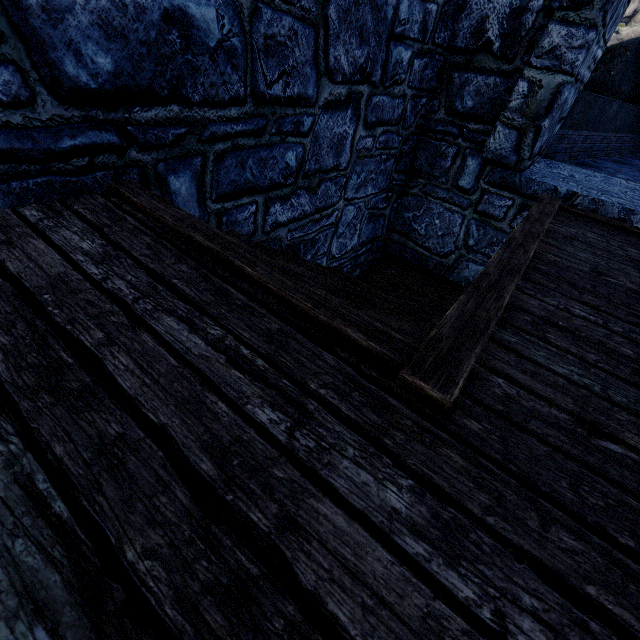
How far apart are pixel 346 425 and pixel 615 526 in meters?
0.7 m
